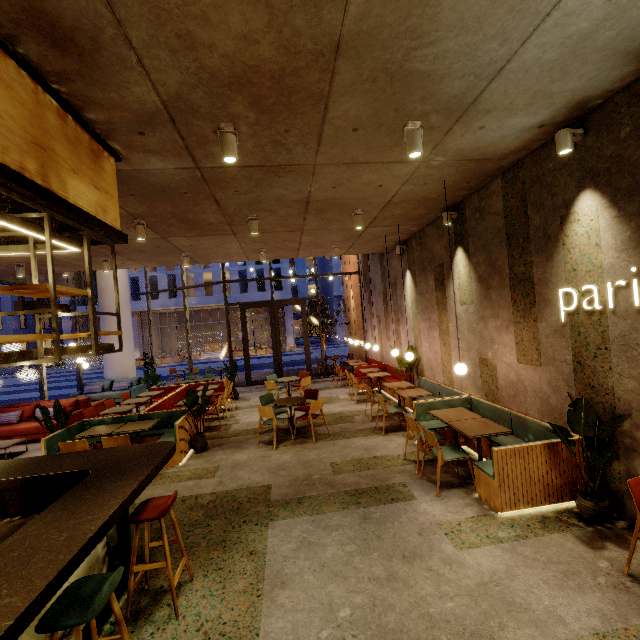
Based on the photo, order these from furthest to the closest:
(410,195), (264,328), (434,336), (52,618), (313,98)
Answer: (264,328) → (434,336) → (410,195) → (313,98) → (52,618)

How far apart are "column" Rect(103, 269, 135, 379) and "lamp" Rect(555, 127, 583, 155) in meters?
15.4

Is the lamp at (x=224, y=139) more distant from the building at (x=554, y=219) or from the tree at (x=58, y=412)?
the tree at (x=58, y=412)

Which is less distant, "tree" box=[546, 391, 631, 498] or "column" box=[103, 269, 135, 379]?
"tree" box=[546, 391, 631, 498]

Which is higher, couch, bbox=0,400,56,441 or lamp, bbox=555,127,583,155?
lamp, bbox=555,127,583,155

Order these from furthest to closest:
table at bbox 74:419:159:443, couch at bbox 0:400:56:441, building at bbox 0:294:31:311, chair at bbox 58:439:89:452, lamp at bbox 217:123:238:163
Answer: building at bbox 0:294:31:311, couch at bbox 0:400:56:441, table at bbox 74:419:159:443, chair at bbox 58:439:89:452, lamp at bbox 217:123:238:163

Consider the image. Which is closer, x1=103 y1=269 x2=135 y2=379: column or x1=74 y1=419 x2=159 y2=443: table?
x1=74 y1=419 x2=159 y2=443: table

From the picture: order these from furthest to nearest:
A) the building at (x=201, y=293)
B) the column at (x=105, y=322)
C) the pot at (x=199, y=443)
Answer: the building at (x=201, y=293)
the column at (x=105, y=322)
the pot at (x=199, y=443)
